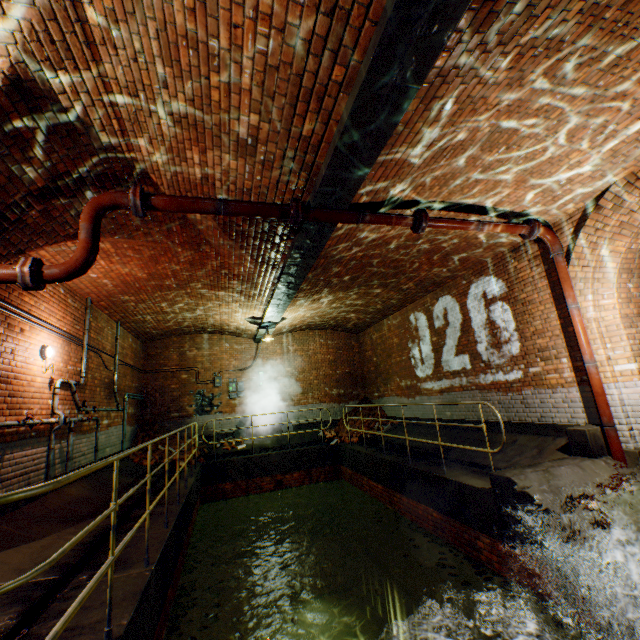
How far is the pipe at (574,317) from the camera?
5.1 meters

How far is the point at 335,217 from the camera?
4.69m

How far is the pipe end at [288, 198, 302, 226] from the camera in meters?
4.4

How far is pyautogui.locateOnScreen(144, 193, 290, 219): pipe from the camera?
4.03m

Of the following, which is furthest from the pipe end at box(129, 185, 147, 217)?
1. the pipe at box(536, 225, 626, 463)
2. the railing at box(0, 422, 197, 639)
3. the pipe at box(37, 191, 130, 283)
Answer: the pipe at box(536, 225, 626, 463)

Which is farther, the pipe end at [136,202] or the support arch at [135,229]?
the support arch at [135,229]

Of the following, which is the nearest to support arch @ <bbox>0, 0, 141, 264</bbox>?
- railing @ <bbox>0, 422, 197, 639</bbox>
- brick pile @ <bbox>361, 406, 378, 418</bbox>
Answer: railing @ <bbox>0, 422, 197, 639</bbox>

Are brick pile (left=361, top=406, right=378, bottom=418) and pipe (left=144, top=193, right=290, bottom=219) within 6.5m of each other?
no
